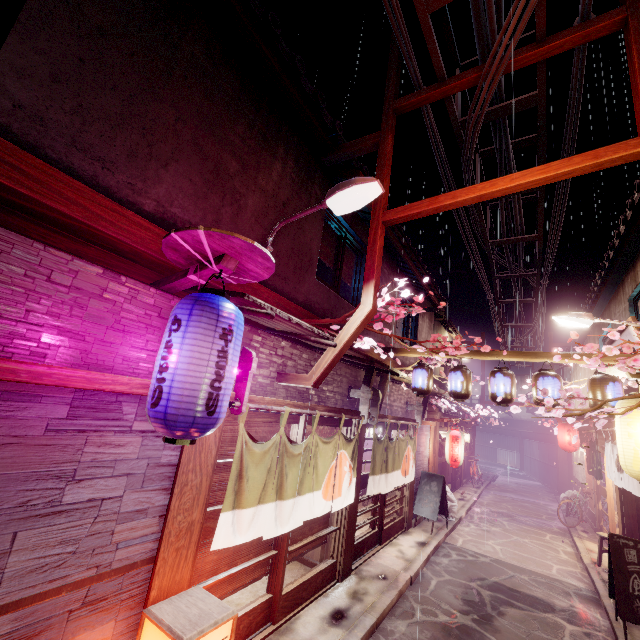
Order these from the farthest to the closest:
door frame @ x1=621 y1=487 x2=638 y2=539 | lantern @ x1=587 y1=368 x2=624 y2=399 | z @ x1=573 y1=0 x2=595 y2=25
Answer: door frame @ x1=621 y1=487 x2=638 y2=539
lantern @ x1=587 y1=368 x2=624 y2=399
z @ x1=573 y1=0 x2=595 y2=25

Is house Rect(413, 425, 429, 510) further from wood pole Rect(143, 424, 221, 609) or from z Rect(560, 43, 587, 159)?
wood pole Rect(143, 424, 221, 609)

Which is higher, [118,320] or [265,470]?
[118,320]

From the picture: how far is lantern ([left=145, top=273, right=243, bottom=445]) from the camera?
4.12m

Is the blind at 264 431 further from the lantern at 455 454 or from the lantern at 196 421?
the lantern at 455 454

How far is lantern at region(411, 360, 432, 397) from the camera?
13.1m

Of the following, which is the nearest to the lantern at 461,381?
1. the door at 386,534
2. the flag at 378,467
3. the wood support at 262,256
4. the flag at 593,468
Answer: the flag at 378,467

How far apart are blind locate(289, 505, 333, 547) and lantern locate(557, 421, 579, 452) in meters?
21.7 m
